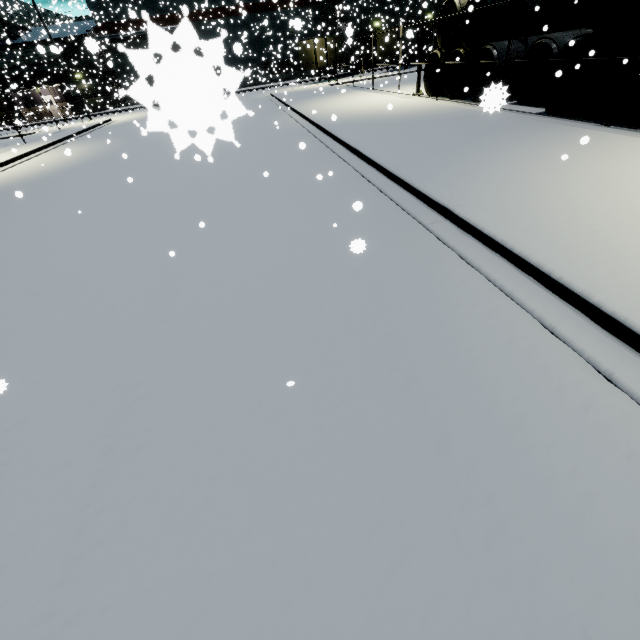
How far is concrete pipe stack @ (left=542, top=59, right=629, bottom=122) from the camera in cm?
858

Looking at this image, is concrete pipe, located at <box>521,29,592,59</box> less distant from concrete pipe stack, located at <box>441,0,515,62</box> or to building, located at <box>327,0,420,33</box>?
concrete pipe stack, located at <box>441,0,515,62</box>

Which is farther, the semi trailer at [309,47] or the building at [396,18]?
the building at [396,18]

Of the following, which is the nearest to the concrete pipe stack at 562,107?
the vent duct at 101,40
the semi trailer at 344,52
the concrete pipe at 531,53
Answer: the concrete pipe at 531,53

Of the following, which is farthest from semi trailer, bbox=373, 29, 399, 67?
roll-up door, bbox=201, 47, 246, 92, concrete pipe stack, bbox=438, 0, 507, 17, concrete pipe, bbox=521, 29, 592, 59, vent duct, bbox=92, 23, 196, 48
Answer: concrete pipe, bbox=521, 29, 592, 59

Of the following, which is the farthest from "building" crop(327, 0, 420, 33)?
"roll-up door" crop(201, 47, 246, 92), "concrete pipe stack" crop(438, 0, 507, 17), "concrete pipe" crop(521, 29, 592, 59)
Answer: "concrete pipe" crop(521, 29, 592, 59)

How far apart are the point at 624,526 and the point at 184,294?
5.0m

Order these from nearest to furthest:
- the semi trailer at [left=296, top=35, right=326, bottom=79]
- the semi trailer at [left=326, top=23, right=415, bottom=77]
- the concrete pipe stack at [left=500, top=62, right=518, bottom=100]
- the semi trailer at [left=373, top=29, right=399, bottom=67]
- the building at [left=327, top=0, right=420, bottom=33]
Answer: the concrete pipe stack at [left=500, top=62, right=518, bottom=100] < the semi trailer at [left=373, top=29, right=399, bottom=67] < the semi trailer at [left=326, top=23, right=415, bottom=77] < the semi trailer at [left=296, top=35, right=326, bottom=79] < the building at [left=327, top=0, right=420, bottom=33]
